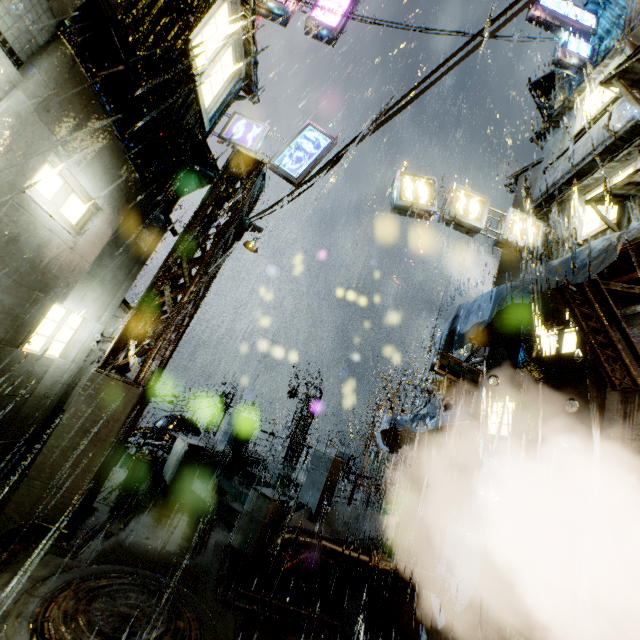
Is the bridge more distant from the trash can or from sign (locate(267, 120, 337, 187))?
sign (locate(267, 120, 337, 187))

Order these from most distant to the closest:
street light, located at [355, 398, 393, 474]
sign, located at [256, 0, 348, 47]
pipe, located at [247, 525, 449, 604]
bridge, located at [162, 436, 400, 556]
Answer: street light, located at [355, 398, 393, 474] < sign, located at [256, 0, 348, 47] < bridge, located at [162, 436, 400, 556] < pipe, located at [247, 525, 449, 604]

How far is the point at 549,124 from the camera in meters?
13.8

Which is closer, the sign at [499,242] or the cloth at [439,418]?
the cloth at [439,418]

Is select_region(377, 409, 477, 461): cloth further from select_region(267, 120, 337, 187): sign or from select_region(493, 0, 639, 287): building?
select_region(267, 120, 337, 187): sign

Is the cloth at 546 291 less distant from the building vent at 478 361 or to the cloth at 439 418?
the cloth at 439 418

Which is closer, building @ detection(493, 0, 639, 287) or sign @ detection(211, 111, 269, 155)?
building @ detection(493, 0, 639, 287)

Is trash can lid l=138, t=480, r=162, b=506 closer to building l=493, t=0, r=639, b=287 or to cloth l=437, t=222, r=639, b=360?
building l=493, t=0, r=639, b=287
